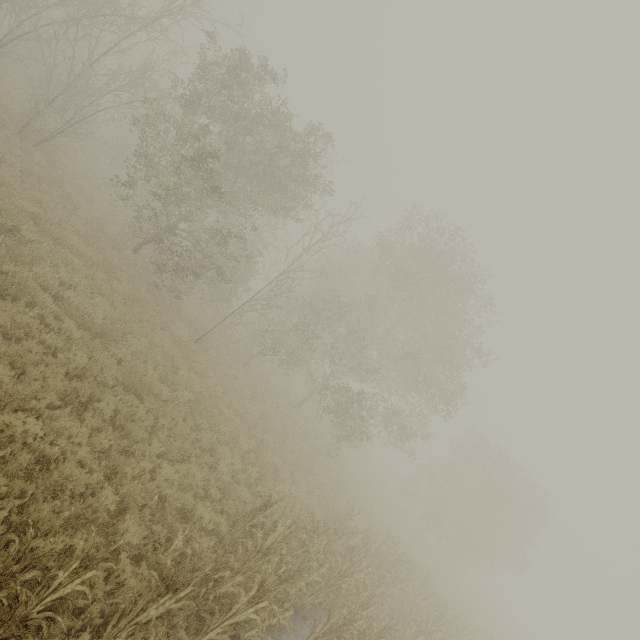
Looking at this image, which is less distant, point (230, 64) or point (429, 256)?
point (230, 64)
